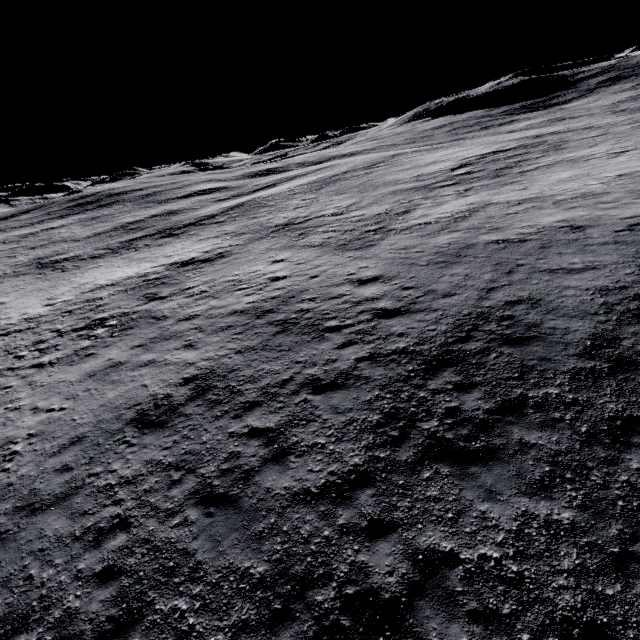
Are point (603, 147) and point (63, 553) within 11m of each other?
no
